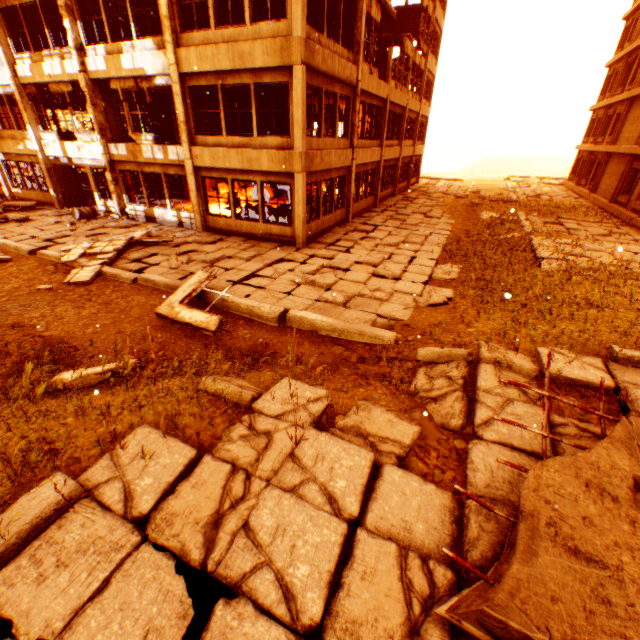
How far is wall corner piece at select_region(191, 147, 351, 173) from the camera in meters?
11.2

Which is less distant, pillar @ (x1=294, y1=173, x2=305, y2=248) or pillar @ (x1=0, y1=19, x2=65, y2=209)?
pillar @ (x1=294, y1=173, x2=305, y2=248)

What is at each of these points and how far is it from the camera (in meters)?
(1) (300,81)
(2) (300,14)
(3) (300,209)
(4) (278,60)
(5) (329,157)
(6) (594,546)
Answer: (1) pillar, 9.93
(2) pillar, 9.16
(3) pillar, 11.82
(4) wall corner piece, 9.91
(5) wall corner piece, 12.84
(6) floor rubble, 2.23

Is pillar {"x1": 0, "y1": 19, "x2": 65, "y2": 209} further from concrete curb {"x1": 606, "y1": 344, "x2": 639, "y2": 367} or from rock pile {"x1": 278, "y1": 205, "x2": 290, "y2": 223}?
concrete curb {"x1": 606, "y1": 344, "x2": 639, "y2": 367}

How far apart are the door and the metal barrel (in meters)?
0.02

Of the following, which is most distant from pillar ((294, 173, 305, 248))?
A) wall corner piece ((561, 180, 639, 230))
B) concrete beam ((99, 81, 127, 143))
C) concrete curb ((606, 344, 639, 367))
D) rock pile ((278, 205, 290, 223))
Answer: wall corner piece ((561, 180, 639, 230))

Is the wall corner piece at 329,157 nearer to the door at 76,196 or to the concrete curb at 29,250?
the door at 76,196

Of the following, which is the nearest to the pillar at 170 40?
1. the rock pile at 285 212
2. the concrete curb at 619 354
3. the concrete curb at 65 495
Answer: the rock pile at 285 212
